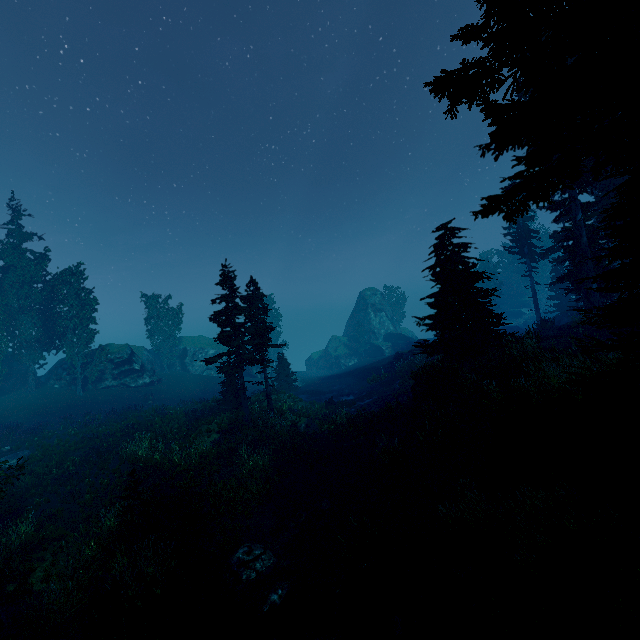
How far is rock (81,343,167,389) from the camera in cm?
3622

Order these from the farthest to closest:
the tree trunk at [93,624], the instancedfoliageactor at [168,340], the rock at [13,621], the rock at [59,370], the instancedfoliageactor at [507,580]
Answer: the instancedfoliageactor at [168,340] < the rock at [59,370] < the rock at [13,621] < the tree trunk at [93,624] < the instancedfoliageactor at [507,580]

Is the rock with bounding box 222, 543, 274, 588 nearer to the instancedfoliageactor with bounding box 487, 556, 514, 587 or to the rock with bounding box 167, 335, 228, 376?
the instancedfoliageactor with bounding box 487, 556, 514, 587

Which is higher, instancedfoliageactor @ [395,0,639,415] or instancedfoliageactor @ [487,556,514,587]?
instancedfoliageactor @ [395,0,639,415]

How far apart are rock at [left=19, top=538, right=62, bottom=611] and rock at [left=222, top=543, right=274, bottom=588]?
4.8 meters

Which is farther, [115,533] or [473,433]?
[473,433]

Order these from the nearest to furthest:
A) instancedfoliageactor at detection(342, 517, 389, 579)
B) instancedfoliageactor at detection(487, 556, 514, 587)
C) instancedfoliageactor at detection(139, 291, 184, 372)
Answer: instancedfoliageactor at detection(487, 556, 514, 587) → instancedfoliageactor at detection(342, 517, 389, 579) → instancedfoliageactor at detection(139, 291, 184, 372)

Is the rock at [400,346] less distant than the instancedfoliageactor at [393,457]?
No
